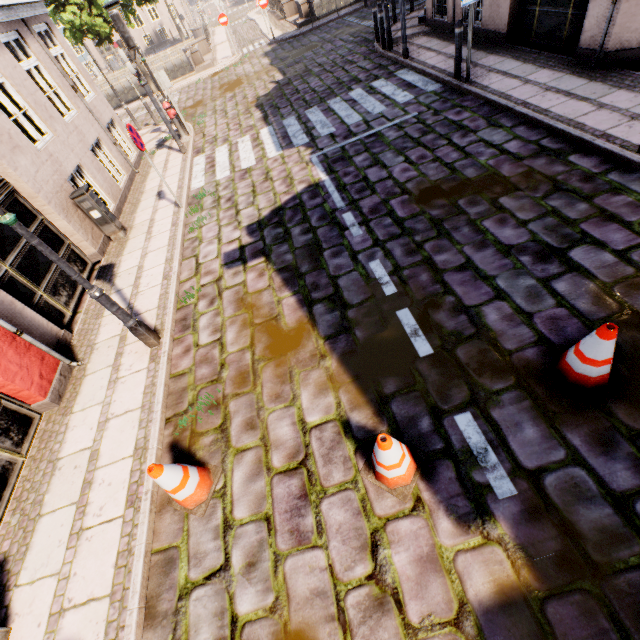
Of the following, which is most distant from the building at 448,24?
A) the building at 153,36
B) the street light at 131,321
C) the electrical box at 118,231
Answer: the building at 153,36

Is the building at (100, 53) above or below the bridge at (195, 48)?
above

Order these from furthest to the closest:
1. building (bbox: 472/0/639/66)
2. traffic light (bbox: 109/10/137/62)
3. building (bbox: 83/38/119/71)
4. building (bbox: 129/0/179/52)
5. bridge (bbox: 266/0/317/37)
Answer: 1. building (bbox: 83/38/119/71)
2. building (bbox: 129/0/179/52)
3. bridge (bbox: 266/0/317/37)
4. traffic light (bbox: 109/10/137/62)
5. building (bbox: 472/0/639/66)

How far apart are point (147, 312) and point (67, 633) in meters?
4.2

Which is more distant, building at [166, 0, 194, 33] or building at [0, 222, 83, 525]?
building at [166, 0, 194, 33]

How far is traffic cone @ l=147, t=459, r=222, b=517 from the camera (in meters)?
3.08

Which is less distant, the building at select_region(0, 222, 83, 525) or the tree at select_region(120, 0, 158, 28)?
the building at select_region(0, 222, 83, 525)

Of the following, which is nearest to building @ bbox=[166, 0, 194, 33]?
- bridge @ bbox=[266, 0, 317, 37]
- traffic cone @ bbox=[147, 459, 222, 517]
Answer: bridge @ bbox=[266, 0, 317, 37]
